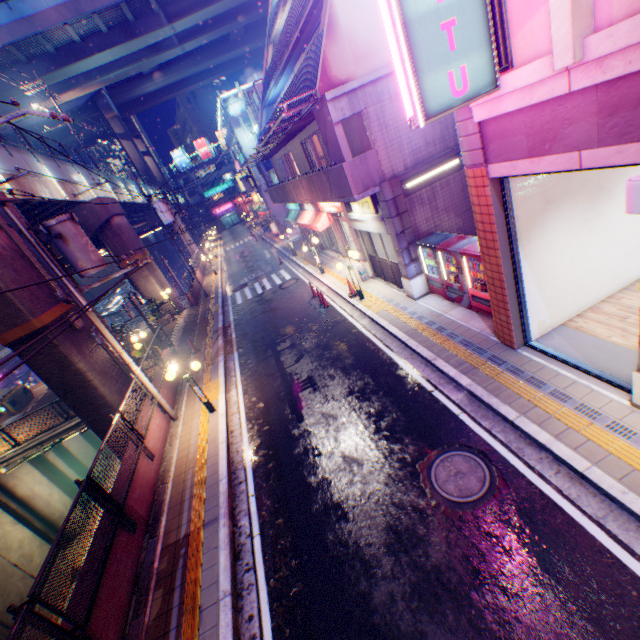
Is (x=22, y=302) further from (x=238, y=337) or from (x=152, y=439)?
(x=238, y=337)

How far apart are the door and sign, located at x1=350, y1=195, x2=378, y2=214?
0.8m

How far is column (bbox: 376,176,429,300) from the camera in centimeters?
1054cm

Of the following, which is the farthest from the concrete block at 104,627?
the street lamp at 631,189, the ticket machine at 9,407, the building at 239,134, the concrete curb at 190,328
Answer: the building at 239,134

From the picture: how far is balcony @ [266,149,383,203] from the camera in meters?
10.1 m

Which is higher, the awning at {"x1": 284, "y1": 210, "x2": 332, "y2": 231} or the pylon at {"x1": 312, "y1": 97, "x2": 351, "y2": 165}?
the pylon at {"x1": 312, "y1": 97, "x2": 351, "y2": 165}

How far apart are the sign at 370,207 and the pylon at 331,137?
0.8 meters

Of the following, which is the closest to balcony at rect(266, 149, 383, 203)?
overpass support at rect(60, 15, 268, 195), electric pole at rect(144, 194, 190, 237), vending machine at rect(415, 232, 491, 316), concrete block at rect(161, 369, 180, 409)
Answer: vending machine at rect(415, 232, 491, 316)
